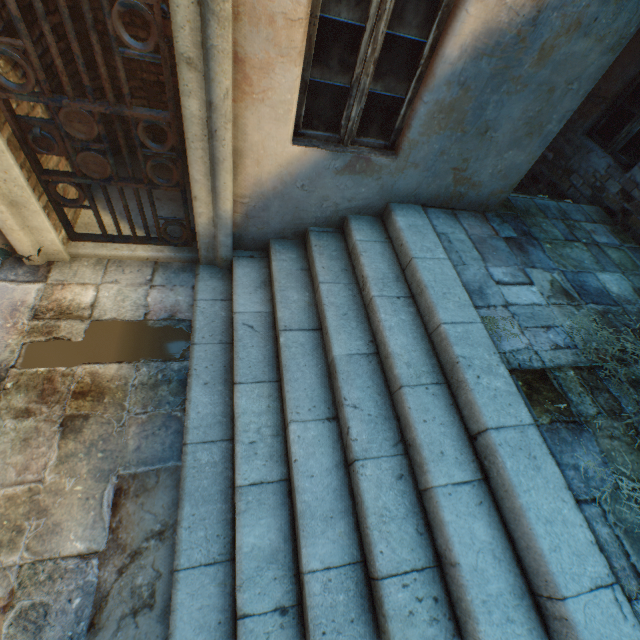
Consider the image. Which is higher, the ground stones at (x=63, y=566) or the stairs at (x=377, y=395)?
the stairs at (x=377, y=395)

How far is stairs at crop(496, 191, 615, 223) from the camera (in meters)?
3.96

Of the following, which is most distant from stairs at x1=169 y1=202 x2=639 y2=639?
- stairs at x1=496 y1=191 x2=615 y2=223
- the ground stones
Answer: stairs at x1=496 y1=191 x2=615 y2=223

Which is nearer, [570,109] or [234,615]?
[234,615]

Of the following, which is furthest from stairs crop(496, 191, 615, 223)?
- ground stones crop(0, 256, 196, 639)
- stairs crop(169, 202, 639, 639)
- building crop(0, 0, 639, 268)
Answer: ground stones crop(0, 256, 196, 639)

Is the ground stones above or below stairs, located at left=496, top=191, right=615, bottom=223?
below

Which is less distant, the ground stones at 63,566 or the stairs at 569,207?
the ground stones at 63,566

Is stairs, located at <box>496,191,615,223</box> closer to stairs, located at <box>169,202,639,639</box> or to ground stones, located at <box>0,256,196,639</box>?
stairs, located at <box>169,202,639,639</box>
